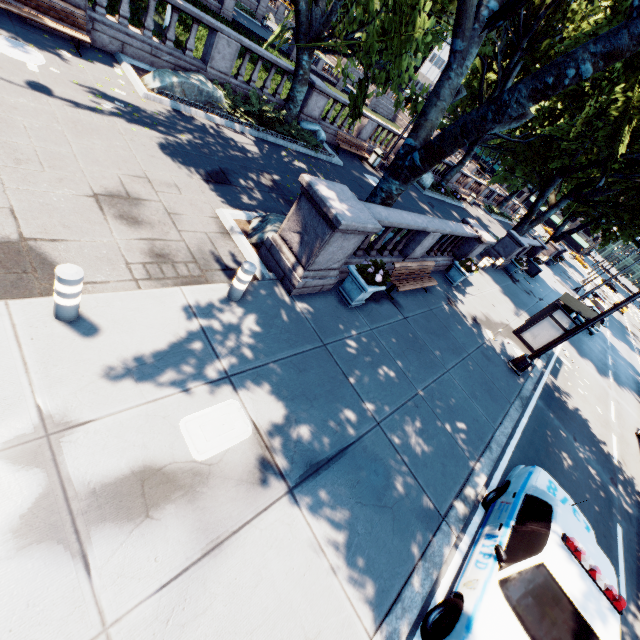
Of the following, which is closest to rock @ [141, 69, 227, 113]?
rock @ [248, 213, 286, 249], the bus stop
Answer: rock @ [248, 213, 286, 249]

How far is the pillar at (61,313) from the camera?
3.7 meters

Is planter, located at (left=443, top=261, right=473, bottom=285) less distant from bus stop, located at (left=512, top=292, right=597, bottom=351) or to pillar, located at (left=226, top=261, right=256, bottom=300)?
bus stop, located at (left=512, top=292, right=597, bottom=351)

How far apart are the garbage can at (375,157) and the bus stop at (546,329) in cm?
1263

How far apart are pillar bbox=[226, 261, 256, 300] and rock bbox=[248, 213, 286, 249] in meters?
1.8 m

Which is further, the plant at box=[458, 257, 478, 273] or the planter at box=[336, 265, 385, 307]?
the plant at box=[458, 257, 478, 273]

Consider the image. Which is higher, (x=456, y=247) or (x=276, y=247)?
(x=456, y=247)

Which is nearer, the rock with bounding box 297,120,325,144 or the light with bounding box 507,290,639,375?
the light with bounding box 507,290,639,375
